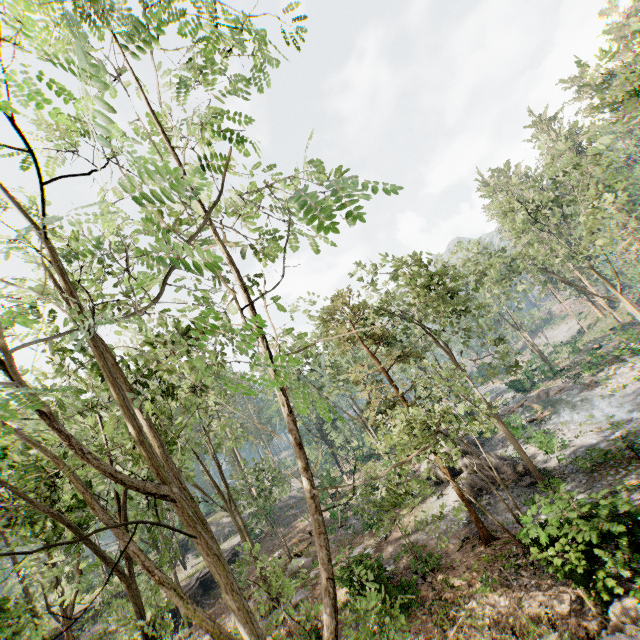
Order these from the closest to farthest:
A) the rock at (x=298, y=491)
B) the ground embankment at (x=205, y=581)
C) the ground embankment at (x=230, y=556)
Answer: the ground embankment at (x=205, y=581)
the ground embankment at (x=230, y=556)
the rock at (x=298, y=491)

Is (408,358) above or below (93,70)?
below

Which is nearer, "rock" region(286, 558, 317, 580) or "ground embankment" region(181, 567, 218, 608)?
"rock" region(286, 558, 317, 580)

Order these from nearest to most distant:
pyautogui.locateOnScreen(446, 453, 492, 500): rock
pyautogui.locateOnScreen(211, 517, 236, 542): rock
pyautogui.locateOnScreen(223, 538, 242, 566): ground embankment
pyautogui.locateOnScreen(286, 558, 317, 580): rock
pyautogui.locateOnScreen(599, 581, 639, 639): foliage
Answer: pyautogui.locateOnScreen(599, 581, 639, 639): foliage < pyautogui.locateOnScreen(446, 453, 492, 500): rock < pyautogui.locateOnScreen(286, 558, 317, 580): rock < pyautogui.locateOnScreen(223, 538, 242, 566): ground embankment < pyautogui.locateOnScreen(211, 517, 236, 542): rock

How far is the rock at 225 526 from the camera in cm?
4138

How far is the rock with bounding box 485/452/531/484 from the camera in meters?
20.6

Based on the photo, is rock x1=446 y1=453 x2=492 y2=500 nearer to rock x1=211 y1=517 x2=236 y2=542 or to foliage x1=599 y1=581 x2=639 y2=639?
foliage x1=599 y1=581 x2=639 y2=639
